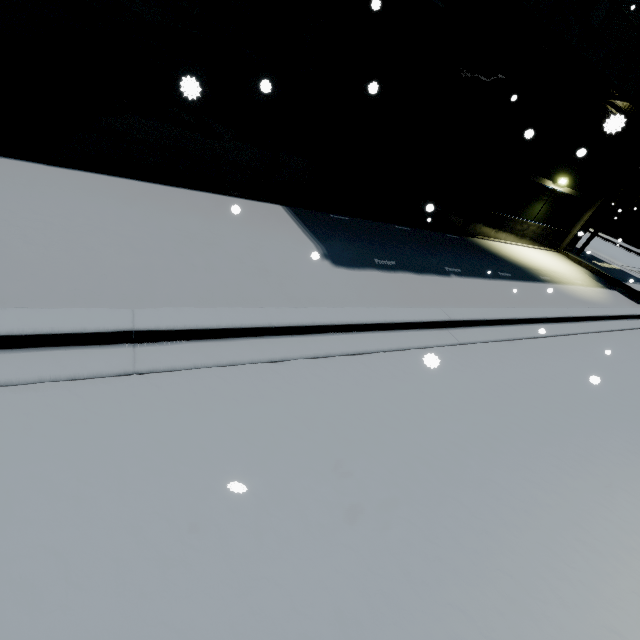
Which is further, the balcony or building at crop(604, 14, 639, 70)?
building at crop(604, 14, 639, 70)

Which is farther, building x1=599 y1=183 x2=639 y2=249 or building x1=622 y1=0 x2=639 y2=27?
building x1=599 y1=183 x2=639 y2=249

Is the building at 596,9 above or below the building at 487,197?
above

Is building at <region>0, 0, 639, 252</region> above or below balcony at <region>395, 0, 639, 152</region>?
below

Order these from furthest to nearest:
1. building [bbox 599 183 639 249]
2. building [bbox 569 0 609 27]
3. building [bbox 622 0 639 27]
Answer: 1. building [bbox 599 183 639 249]
2. building [bbox 622 0 639 27]
3. building [bbox 569 0 609 27]

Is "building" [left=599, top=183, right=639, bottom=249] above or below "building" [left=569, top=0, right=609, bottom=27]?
below

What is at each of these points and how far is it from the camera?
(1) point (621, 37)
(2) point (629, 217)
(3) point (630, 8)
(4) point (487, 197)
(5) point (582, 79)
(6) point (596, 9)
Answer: (1) building, 10.1m
(2) building, 32.3m
(3) building, 9.6m
(4) building, 11.8m
(5) balcony, 8.6m
(6) building, 8.9m
